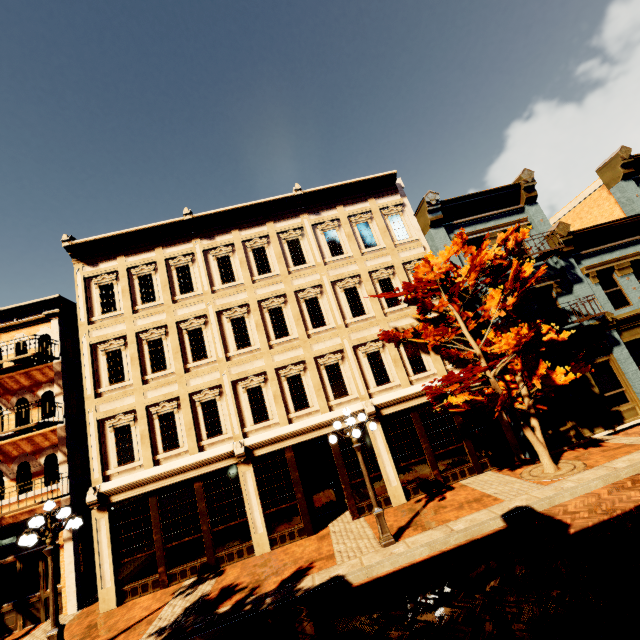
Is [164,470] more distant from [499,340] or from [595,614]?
[499,340]

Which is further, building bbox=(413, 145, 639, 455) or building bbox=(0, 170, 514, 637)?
building bbox=(413, 145, 639, 455)

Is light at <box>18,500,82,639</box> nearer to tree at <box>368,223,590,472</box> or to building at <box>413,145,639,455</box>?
tree at <box>368,223,590,472</box>

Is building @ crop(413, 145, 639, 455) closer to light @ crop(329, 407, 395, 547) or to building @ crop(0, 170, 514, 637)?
building @ crop(0, 170, 514, 637)

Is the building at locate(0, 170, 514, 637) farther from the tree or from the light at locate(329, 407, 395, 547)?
the light at locate(329, 407, 395, 547)

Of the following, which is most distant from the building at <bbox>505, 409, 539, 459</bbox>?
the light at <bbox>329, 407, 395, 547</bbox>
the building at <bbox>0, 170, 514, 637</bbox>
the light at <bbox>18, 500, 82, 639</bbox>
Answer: the light at <bbox>18, 500, 82, 639</bbox>

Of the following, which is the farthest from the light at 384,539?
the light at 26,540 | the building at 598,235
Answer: the light at 26,540

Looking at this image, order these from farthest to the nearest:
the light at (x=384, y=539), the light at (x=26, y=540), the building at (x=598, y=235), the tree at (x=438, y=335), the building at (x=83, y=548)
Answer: the building at (x=598, y=235) → the building at (x=83, y=548) → the tree at (x=438, y=335) → the light at (x=384, y=539) → the light at (x=26, y=540)
